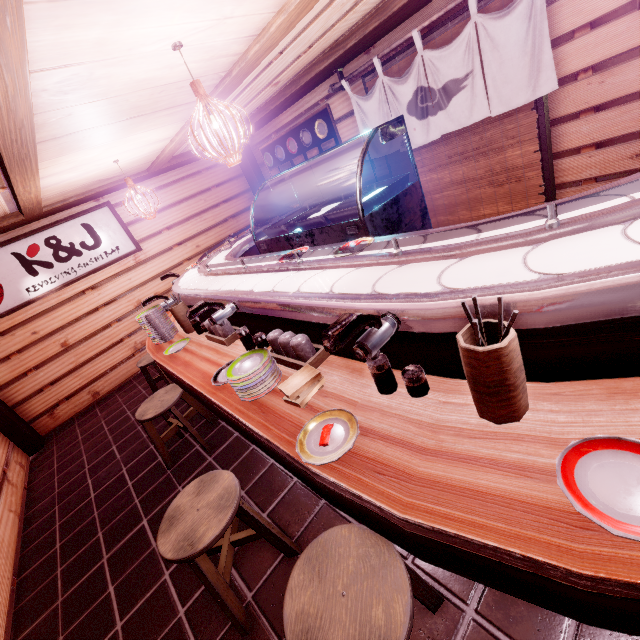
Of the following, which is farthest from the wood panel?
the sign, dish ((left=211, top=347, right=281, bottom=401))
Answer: dish ((left=211, top=347, right=281, bottom=401))

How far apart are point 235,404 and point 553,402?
2.7m

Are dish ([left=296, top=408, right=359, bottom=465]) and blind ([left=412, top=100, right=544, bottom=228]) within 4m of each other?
no

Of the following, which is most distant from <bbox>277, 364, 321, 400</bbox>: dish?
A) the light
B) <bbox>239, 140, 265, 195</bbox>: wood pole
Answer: <bbox>239, 140, 265, 195</bbox>: wood pole

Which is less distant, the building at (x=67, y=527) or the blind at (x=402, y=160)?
the building at (x=67, y=527)

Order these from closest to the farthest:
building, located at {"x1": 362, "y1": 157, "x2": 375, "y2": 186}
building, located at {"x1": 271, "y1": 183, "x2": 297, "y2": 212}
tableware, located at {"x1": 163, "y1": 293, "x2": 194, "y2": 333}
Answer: tableware, located at {"x1": 163, "y1": 293, "x2": 194, "y2": 333} → building, located at {"x1": 362, "y1": 157, "x2": 375, "y2": 186} → building, located at {"x1": 271, "y1": 183, "x2": 297, "y2": 212}

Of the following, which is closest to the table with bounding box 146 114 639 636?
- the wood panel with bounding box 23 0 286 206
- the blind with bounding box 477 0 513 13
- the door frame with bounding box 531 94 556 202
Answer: the wood panel with bounding box 23 0 286 206

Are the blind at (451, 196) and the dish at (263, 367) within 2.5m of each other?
no
